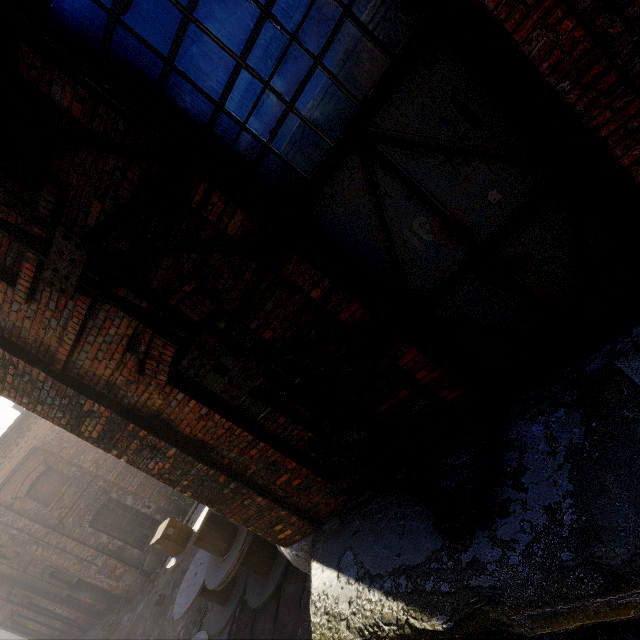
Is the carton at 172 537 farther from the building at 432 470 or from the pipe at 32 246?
the pipe at 32 246

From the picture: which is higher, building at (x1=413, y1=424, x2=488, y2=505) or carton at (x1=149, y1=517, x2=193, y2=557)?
carton at (x1=149, y1=517, x2=193, y2=557)

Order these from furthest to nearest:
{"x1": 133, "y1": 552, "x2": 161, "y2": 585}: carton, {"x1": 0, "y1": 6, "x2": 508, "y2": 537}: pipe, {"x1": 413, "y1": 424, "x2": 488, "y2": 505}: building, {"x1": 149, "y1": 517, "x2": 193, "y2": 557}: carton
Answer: {"x1": 133, "y1": 552, "x2": 161, "y2": 585}: carton → {"x1": 149, "y1": 517, "x2": 193, "y2": 557}: carton → {"x1": 413, "y1": 424, "x2": 488, "y2": 505}: building → {"x1": 0, "y1": 6, "x2": 508, "y2": 537}: pipe

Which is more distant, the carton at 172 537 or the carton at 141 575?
the carton at 141 575

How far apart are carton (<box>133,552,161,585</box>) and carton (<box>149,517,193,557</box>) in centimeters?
955cm

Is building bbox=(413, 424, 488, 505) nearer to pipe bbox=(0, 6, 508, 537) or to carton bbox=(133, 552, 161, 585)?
pipe bbox=(0, 6, 508, 537)

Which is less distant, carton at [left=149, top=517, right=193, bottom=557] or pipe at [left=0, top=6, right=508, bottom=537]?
pipe at [left=0, top=6, right=508, bottom=537]

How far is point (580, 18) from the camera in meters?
1.8
